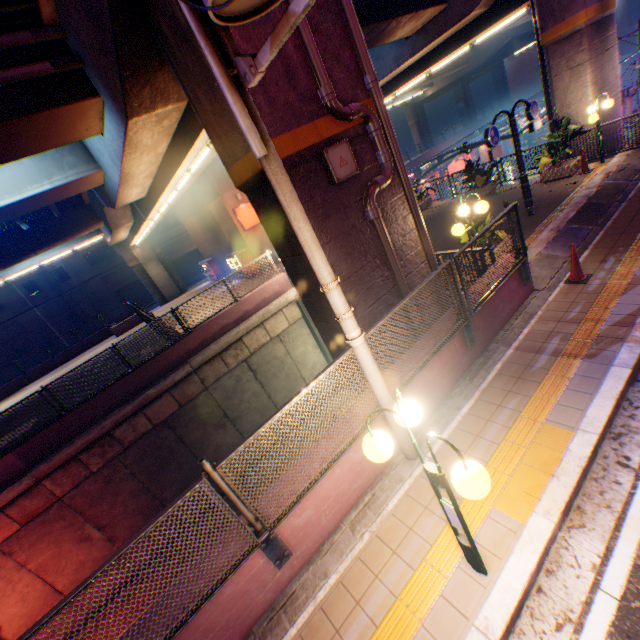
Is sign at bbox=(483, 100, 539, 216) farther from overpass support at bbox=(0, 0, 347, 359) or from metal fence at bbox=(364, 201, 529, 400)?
overpass support at bbox=(0, 0, 347, 359)

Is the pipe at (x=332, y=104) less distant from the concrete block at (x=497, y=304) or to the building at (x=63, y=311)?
the concrete block at (x=497, y=304)

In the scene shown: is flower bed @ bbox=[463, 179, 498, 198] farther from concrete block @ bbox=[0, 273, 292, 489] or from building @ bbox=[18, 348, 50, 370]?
building @ bbox=[18, 348, 50, 370]

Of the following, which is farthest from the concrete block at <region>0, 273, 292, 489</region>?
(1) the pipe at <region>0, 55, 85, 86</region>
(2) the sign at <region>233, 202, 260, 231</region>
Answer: (1) the pipe at <region>0, 55, 85, 86</region>

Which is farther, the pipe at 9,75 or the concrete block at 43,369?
the concrete block at 43,369

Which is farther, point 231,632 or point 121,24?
point 121,24

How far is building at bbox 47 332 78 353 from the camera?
36.4 meters

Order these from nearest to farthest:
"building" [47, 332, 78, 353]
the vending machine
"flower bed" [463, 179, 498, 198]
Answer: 1. "flower bed" [463, 179, 498, 198]
2. the vending machine
3. "building" [47, 332, 78, 353]
